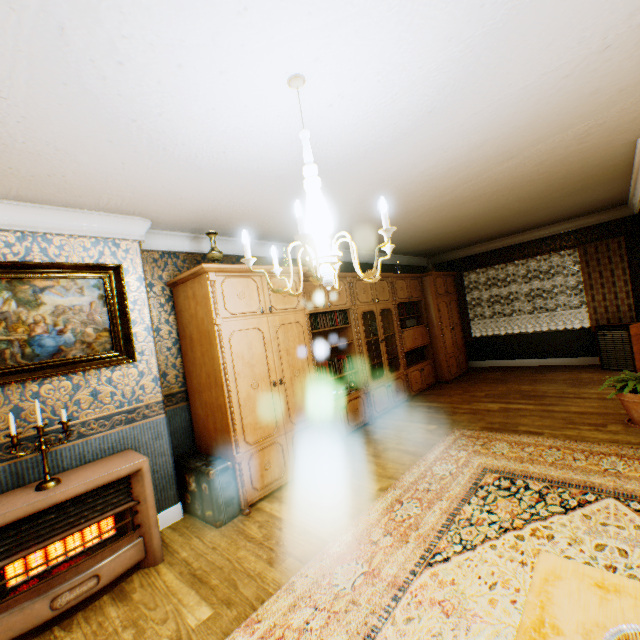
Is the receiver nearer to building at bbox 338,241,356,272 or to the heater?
building at bbox 338,241,356,272

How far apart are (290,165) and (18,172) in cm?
197

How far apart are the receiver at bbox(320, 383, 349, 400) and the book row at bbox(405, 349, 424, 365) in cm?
195

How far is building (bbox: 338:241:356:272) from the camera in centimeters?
604cm

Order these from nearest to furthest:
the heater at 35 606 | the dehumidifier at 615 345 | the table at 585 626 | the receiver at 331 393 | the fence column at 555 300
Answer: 1. the table at 585 626
2. the heater at 35 606
3. the receiver at 331 393
4. the dehumidifier at 615 345
5. the fence column at 555 300

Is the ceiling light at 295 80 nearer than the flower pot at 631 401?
Yes

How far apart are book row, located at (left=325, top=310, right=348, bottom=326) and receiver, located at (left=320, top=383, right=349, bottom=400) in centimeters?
97cm

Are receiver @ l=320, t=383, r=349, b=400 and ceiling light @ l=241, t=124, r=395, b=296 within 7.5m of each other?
yes
